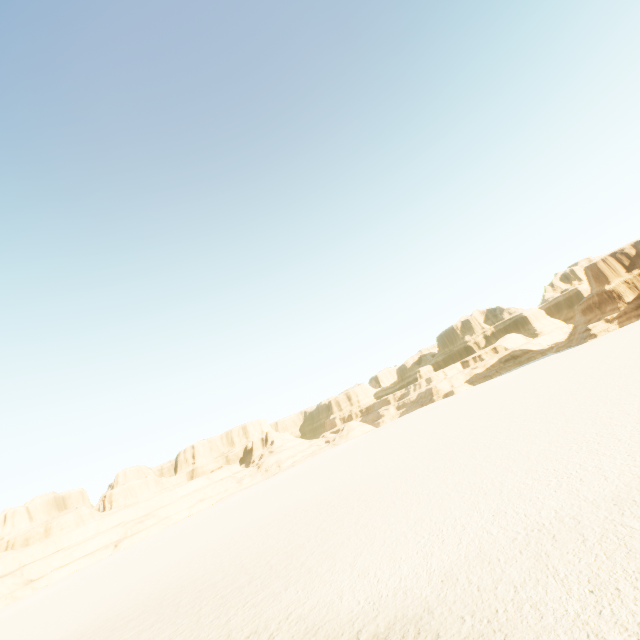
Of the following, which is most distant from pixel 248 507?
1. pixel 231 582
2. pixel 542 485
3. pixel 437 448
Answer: pixel 542 485
